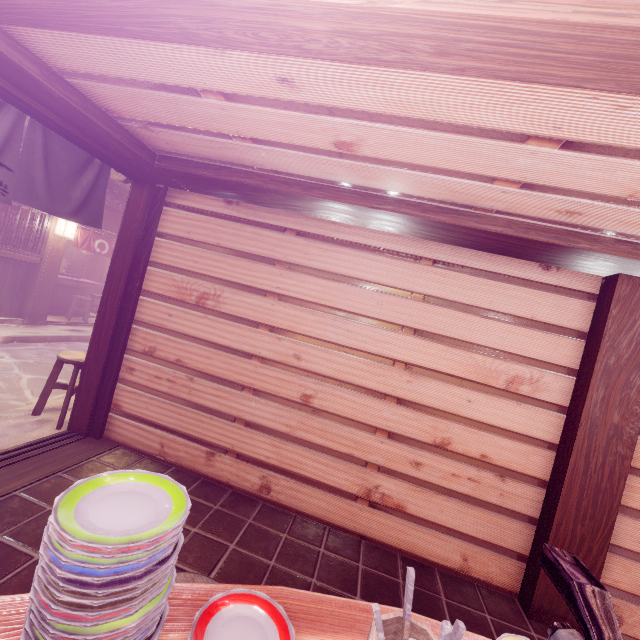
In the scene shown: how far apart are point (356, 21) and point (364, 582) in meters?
6.1 m

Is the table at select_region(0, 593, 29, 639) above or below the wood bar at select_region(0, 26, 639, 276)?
below

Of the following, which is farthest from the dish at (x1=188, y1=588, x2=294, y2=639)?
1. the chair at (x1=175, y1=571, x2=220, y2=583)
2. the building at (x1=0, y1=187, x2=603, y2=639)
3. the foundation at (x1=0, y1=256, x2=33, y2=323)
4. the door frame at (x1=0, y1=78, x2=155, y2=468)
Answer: the foundation at (x1=0, y1=256, x2=33, y2=323)

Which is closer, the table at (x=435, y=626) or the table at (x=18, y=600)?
the table at (x=18, y=600)

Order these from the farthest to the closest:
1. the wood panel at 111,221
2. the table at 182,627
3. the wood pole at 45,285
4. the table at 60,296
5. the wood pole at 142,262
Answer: the table at 60,296 < the wood panel at 111,221 < the wood pole at 45,285 < the wood pole at 142,262 < the table at 182,627

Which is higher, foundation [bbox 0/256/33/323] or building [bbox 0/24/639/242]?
building [bbox 0/24/639/242]

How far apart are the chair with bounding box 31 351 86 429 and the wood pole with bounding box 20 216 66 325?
9.4m

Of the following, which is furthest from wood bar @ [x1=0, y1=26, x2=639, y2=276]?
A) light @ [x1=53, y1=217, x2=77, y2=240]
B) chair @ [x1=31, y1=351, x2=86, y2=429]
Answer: light @ [x1=53, y1=217, x2=77, y2=240]
